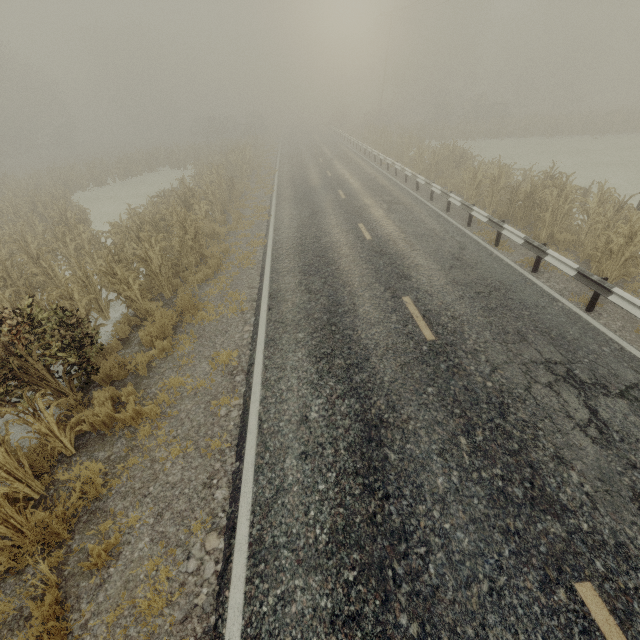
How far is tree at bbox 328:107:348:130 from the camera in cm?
4973

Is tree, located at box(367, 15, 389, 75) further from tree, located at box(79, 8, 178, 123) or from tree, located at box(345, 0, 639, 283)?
tree, located at box(79, 8, 178, 123)

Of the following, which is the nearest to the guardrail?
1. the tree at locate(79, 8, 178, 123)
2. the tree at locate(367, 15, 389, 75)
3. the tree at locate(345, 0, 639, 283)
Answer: the tree at locate(345, 0, 639, 283)

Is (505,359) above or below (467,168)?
below

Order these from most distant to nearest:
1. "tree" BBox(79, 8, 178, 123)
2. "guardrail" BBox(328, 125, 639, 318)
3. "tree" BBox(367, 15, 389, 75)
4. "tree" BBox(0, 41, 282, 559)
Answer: "tree" BBox(367, 15, 389, 75) < "tree" BBox(79, 8, 178, 123) < "guardrail" BBox(328, 125, 639, 318) < "tree" BBox(0, 41, 282, 559)

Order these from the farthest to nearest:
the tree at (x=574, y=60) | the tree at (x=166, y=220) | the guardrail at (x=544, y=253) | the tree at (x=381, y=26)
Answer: the tree at (x=381, y=26)
the tree at (x=574, y=60)
the guardrail at (x=544, y=253)
the tree at (x=166, y=220)

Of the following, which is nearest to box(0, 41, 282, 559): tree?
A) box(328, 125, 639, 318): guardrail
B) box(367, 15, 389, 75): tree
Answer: box(328, 125, 639, 318): guardrail

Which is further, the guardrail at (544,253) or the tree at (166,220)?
the guardrail at (544,253)
